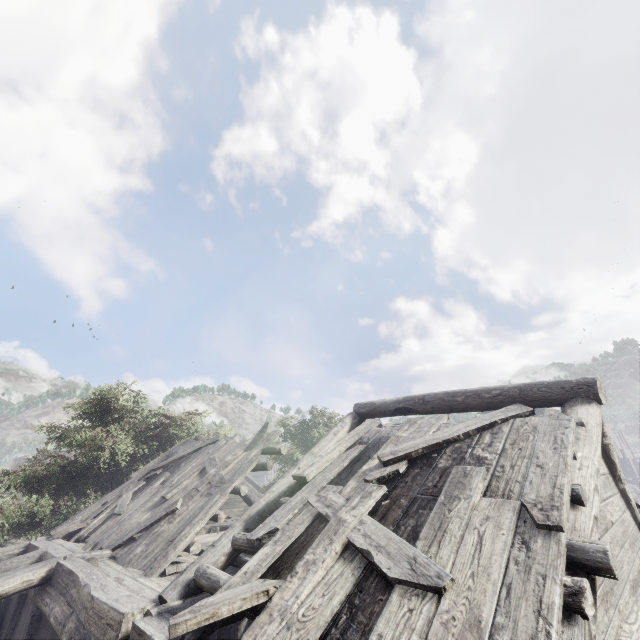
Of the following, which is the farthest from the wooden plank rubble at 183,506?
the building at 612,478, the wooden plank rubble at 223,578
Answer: the wooden plank rubble at 223,578

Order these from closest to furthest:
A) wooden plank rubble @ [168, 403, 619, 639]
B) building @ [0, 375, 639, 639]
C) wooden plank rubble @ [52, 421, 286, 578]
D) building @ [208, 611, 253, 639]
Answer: wooden plank rubble @ [168, 403, 619, 639]
building @ [0, 375, 639, 639]
building @ [208, 611, 253, 639]
wooden plank rubble @ [52, 421, 286, 578]

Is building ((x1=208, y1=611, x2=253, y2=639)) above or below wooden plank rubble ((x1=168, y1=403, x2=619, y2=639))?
below

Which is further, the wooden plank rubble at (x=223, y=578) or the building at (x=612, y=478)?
the building at (x=612, y=478)

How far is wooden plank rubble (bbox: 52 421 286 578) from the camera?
6.8m

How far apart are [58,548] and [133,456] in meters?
10.0

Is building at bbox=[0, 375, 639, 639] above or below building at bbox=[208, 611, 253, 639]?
above

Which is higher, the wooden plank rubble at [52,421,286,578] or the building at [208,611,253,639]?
the wooden plank rubble at [52,421,286,578]
